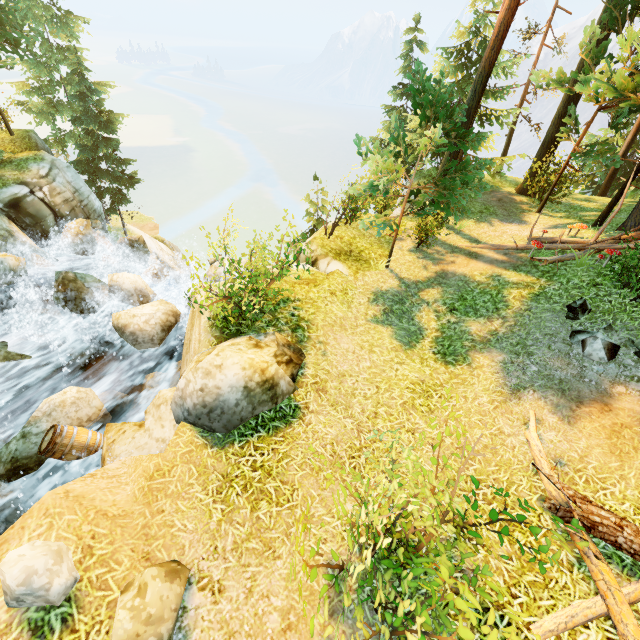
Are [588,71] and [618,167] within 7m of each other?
Answer: yes

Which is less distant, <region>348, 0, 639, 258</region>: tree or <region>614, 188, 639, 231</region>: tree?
<region>348, 0, 639, 258</region>: tree

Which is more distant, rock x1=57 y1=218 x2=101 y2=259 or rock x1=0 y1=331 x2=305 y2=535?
rock x1=57 y1=218 x2=101 y2=259

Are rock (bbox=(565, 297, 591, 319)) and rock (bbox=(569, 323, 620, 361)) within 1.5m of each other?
yes

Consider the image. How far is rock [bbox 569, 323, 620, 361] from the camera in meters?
6.9 m

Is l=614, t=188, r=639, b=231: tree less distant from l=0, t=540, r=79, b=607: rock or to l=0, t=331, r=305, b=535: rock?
l=0, t=331, r=305, b=535: rock

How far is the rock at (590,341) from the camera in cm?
692

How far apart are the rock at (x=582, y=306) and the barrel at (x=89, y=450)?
11.8m
